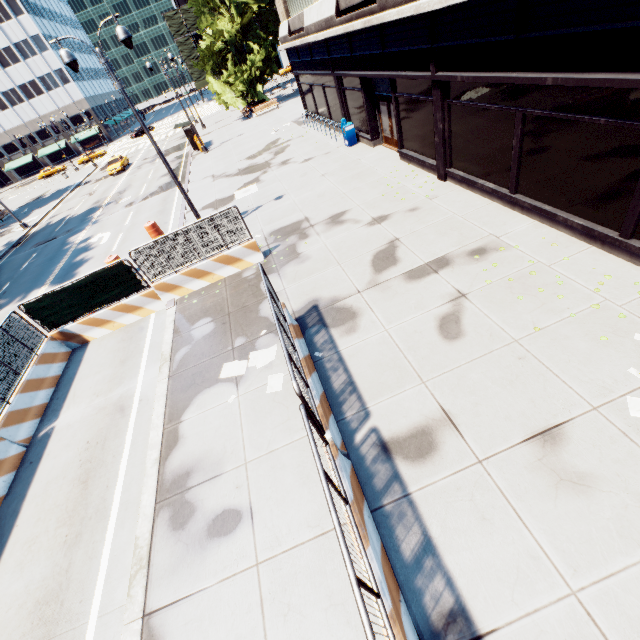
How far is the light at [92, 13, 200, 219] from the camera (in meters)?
9.92

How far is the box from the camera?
17.5m

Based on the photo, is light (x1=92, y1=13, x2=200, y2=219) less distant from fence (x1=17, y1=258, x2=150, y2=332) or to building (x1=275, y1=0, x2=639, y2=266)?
fence (x1=17, y1=258, x2=150, y2=332)

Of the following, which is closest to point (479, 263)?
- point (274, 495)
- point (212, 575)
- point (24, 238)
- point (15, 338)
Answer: point (274, 495)

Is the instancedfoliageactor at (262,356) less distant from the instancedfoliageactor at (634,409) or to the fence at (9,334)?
the fence at (9,334)

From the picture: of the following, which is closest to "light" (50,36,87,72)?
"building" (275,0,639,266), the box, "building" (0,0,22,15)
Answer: "building" (275,0,639,266)

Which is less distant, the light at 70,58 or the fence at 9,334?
the fence at 9,334

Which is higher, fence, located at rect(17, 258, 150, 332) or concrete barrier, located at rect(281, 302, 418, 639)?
fence, located at rect(17, 258, 150, 332)
